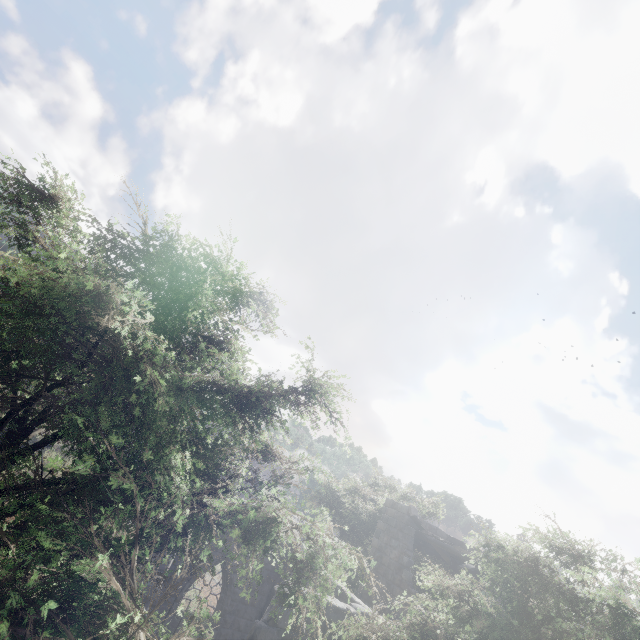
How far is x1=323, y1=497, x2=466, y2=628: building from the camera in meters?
9.3

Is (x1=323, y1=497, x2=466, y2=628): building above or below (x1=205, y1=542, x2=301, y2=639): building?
above

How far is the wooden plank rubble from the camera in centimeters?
1421cm

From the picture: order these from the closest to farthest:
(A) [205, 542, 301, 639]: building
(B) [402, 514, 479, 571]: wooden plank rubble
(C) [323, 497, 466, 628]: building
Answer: (A) [205, 542, 301, 639]: building
(C) [323, 497, 466, 628]: building
(B) [402, 514, 479, 571]: wooden plank rubble

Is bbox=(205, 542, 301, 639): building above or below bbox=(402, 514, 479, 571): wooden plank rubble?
below

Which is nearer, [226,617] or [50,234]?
[50,234]

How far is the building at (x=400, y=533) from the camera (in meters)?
9.34

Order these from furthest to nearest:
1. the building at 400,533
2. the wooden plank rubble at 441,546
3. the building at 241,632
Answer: the wooden plank rubble at 441,546 < the building at 400,533 < the building at 241,632
